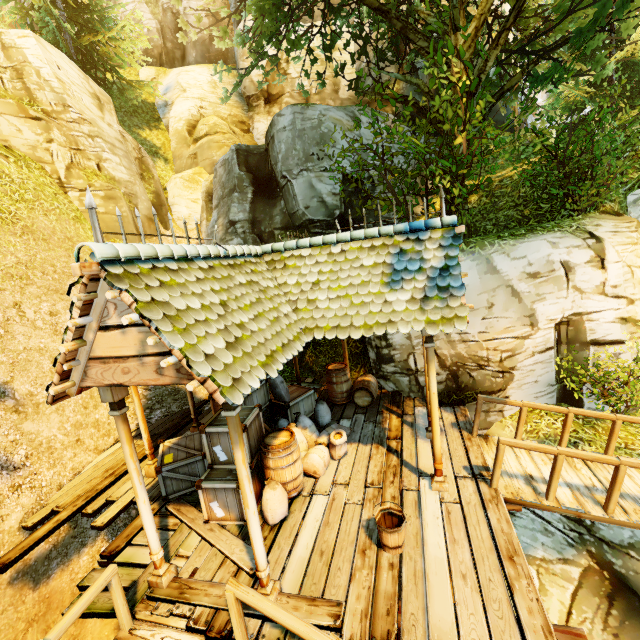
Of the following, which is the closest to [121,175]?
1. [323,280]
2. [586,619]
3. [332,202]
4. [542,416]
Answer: [332,202]

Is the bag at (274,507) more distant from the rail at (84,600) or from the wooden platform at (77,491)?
the rail at (84,600)

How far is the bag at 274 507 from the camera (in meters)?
5.12

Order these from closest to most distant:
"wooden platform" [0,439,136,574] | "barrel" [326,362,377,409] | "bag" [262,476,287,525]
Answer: "bag" [262,476,287,525]
"wooden platform" [0,439,136,574]
"barrel" [326,362,377,409]

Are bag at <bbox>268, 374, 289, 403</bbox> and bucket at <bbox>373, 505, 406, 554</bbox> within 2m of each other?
no

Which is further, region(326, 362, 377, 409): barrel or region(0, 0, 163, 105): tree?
region(0, 0, 163, 105): tree

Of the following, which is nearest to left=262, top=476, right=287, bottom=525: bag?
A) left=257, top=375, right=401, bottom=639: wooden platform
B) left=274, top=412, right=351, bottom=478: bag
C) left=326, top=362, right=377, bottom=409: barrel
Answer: left=257, top=375, right=401, bottom=639: wooden platform

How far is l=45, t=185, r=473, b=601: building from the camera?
3.1m
